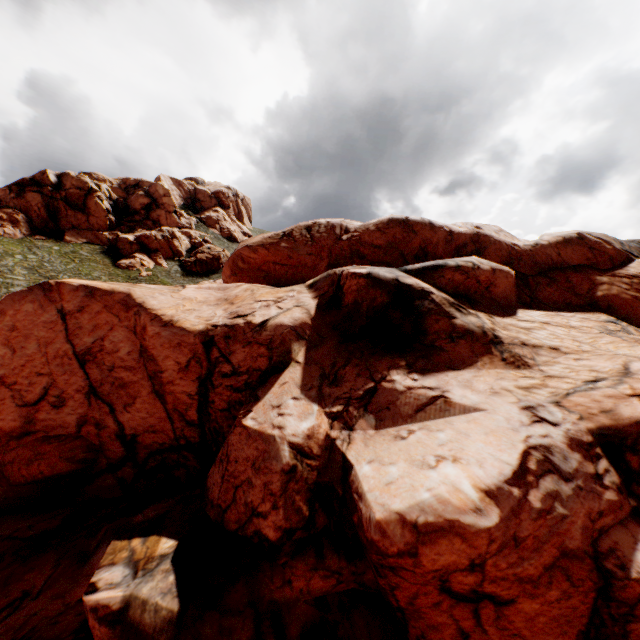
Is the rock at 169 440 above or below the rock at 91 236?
below

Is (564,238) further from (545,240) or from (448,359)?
(448,359)

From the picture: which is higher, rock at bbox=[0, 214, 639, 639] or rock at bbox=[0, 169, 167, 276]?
rock at bbox=[0, 169, 167, 276]

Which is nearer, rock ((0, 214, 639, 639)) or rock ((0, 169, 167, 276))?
rock ((0, 214, 639, 639))

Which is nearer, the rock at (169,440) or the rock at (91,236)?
the rock at (169,440)
